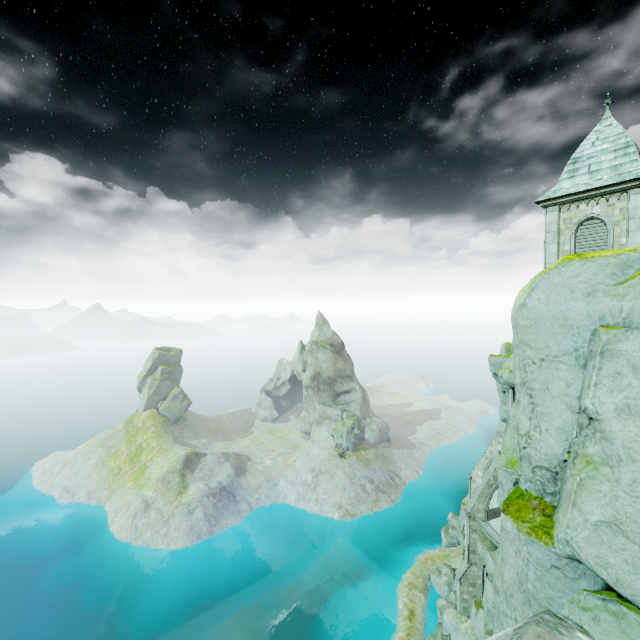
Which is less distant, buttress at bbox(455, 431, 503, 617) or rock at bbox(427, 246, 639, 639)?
rock at bbox(427, 246, 639, 639)

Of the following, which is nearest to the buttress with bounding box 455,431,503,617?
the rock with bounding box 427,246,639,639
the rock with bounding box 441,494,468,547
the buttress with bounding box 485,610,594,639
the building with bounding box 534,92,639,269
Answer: the building with bounding box 534,92,639,269

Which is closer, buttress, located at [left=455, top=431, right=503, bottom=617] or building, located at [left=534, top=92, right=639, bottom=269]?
building, located at [left=534, top=92, right=639, bottom=269]

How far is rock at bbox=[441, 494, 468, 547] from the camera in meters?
45.5 m

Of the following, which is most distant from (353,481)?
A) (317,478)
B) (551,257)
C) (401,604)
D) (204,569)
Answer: (551,257)

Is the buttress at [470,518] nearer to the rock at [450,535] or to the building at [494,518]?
the building at [494,518]

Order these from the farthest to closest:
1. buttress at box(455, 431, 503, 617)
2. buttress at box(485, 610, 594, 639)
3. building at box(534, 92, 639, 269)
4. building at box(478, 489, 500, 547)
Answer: buttress at box(455, 431, 503, 617)
building at box(478, 489, 500, 547)
building at box(534, 92, 639, 269)
buttress at box(485, 610, 594, 639)

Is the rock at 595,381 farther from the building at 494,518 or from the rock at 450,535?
the rock at 450,535
